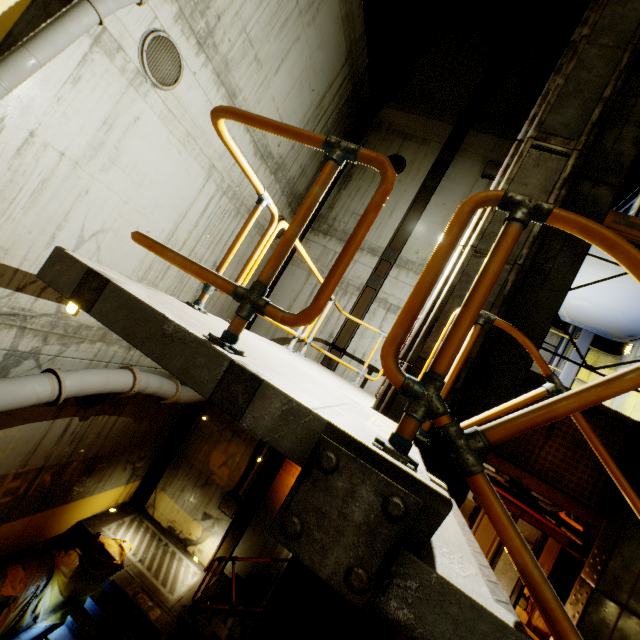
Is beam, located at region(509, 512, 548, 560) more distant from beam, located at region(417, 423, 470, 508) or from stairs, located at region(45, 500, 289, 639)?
beam, located at region(417, 423, 470, 508)

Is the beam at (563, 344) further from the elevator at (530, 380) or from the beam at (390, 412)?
the beam at (390, 412)

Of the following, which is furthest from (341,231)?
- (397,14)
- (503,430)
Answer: (503,430)

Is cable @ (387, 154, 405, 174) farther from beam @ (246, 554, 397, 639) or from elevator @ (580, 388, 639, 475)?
beam @ (246, 554, 397, 639)

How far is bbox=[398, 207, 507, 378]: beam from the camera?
3.5 meters

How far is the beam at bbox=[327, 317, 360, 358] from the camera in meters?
10.3

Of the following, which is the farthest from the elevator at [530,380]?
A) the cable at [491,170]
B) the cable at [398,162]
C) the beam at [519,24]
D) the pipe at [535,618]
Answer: the cable at [398,162]

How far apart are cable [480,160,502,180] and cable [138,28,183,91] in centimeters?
914cm
